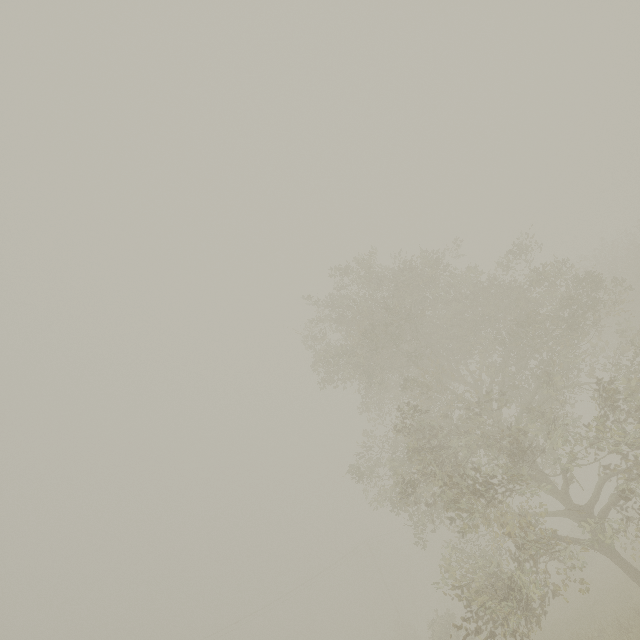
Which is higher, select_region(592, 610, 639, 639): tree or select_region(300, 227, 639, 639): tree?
select_region(300, 227, 639, 639): tree

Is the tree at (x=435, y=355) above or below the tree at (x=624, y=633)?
above

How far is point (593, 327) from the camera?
14.8m
